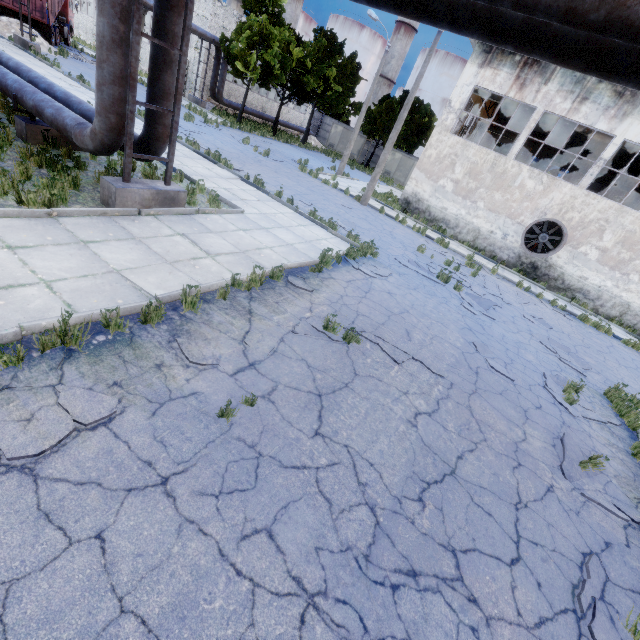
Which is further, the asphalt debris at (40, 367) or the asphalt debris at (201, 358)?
the asphalt debris at (201, 358)

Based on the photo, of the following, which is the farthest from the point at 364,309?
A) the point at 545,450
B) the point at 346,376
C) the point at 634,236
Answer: the point at 634,236

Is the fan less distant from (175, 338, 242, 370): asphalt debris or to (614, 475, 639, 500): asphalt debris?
(614, 475, 639, 500): asphalt debris

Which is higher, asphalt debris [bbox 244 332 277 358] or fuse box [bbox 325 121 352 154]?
fuse box [bbox 325 121 352 154]

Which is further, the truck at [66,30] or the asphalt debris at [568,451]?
the truck at [66,30]

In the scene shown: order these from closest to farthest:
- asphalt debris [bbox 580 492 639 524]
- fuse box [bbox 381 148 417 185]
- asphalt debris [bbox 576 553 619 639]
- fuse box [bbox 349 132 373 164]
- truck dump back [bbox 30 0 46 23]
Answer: asphalt debris [bbox 576 553 619 639], asphalt debris [bbox 580 492 639 524], truck dump back [bbox 30 0 46 23], fuse box [bbox 381 148 417 185], fuse box [bbox 349 132 373 164]

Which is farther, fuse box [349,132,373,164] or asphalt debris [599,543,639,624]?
fuse box [349,132,373,164]

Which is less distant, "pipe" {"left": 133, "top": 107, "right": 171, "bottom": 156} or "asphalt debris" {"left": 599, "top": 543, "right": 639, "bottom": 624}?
"asphalt debris" {"left": 599, "top": 543, "right": 639, "bottom": 624}
